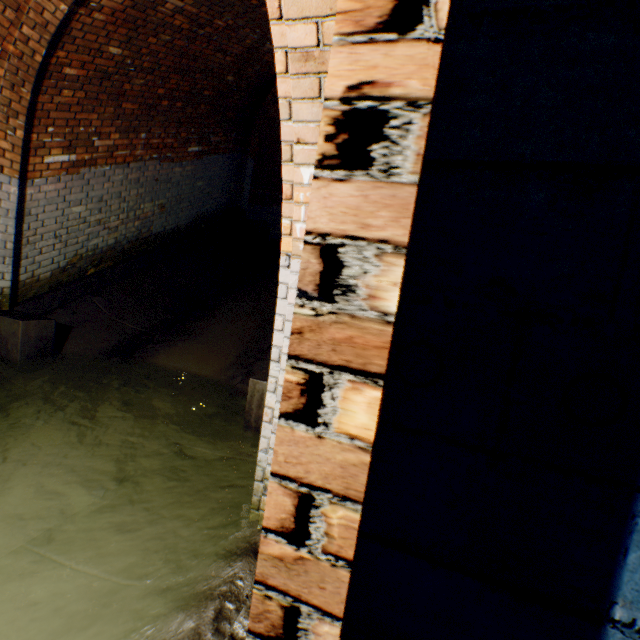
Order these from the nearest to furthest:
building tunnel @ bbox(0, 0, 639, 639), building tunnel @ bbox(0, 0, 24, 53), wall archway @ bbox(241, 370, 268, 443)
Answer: building tunnel @ bbox(0, 0, 639, 639), wall archway @ bbox(241, 370, 268, 443), building tunnel @ bbox(0, 0, 24, 53)

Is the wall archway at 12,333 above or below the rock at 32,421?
above

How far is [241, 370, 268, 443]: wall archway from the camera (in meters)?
2.62

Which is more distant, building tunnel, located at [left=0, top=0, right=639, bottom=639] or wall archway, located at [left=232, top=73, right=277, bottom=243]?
wall archway, located at [left=232, top=73, right=277, bottom=243]

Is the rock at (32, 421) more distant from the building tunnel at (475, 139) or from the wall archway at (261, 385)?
the wall archway at (261, 385)

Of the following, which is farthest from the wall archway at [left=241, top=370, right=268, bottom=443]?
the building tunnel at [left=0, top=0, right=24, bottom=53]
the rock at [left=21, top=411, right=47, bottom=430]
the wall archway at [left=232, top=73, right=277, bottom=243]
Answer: the wall archway at [left=232, top=73, right=277, bottom=243]

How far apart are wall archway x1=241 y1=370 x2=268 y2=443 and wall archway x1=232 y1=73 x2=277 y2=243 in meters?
4.7 m

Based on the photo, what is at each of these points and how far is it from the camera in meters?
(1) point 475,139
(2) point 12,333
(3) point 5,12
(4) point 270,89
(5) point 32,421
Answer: (1) building tunnel, 0.8
(2) wall archway, 3.5
(3) building tunnel, 3.2
(4) wall archway, 7.8
(5) rock, 3.1
